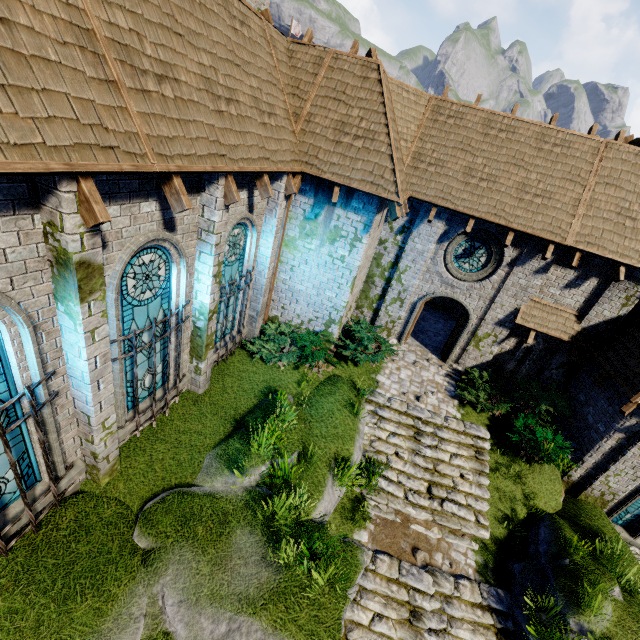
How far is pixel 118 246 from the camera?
5.05m

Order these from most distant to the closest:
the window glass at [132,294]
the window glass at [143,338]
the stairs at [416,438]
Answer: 1. the stairs at [416,438]
2. the window glass at [143,338]
3. the window glass at [132,294]

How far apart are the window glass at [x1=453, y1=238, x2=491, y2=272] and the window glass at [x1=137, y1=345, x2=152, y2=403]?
9.91m

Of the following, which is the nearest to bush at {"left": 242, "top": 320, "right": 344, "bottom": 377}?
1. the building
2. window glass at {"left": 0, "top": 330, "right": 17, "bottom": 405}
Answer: the building

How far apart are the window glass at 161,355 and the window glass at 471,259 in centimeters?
991cm

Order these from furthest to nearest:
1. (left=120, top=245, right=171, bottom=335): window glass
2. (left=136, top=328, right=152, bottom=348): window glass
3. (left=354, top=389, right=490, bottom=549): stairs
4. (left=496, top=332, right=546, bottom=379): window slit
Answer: (left=496, top=332, right=546, bottom=379): window slit
(left=354, top=389, right=490, bottom=549): stairs
(left=136, top=328, right=152, bottom=348): window glass
(left=120, top=245, right=171, bottom=335): window glass

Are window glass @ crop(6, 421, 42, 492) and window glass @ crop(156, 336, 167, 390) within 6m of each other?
yes

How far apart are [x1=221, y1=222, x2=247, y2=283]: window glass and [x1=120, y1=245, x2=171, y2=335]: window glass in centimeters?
154cm
